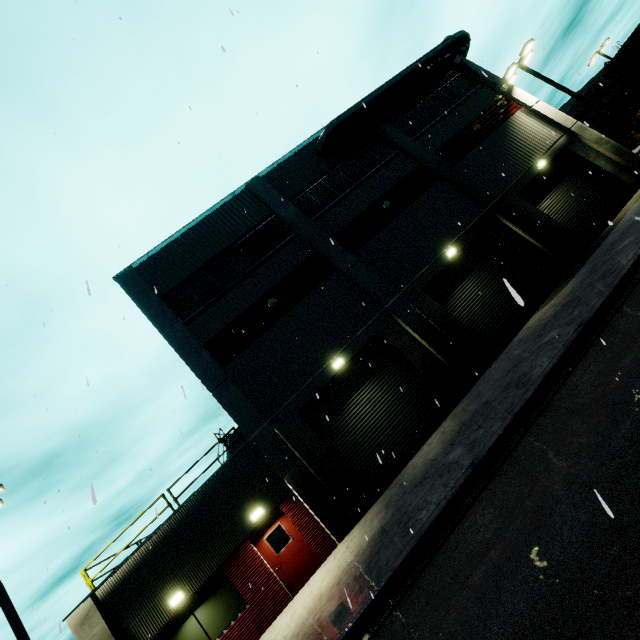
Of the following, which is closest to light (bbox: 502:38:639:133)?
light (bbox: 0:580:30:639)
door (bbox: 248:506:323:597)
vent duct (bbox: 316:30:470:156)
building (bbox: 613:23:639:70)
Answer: building (bbox: 613:23:639:70)

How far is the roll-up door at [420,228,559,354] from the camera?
14.8 meters

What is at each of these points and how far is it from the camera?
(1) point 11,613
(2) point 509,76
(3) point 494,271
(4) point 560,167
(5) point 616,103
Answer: (1) light, 10.05m
(2) light, 19.53m
(3) roll-up door, 15.82m
(4) roll-up door, 18.20m
(5) building, 46.81m

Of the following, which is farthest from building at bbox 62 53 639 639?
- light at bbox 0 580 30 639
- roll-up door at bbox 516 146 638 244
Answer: light at bbox 0 580 30 639

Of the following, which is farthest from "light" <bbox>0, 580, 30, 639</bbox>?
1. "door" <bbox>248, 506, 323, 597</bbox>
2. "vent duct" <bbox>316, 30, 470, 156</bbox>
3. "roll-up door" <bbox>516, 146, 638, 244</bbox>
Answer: "vent duct" <bbox>316, 30, 470, 156</bbox>

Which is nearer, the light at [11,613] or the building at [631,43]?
the light at [11,613]

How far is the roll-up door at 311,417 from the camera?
12.8 meters

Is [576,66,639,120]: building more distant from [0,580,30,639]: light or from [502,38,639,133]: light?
[0,580,30,639]: light
